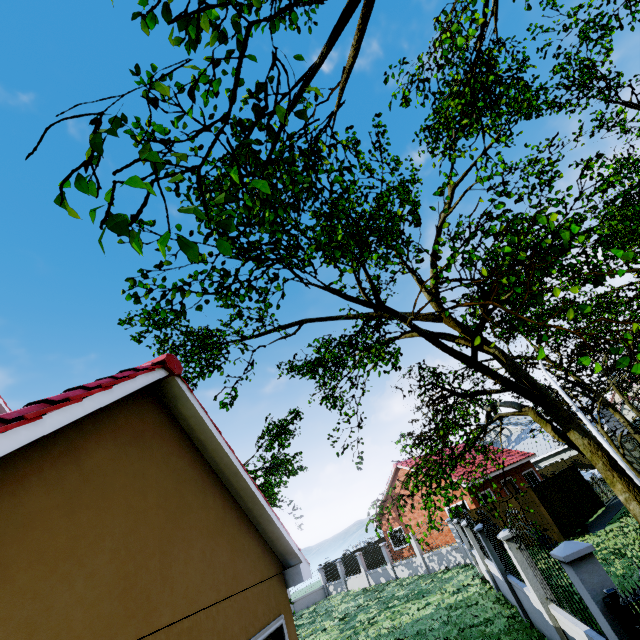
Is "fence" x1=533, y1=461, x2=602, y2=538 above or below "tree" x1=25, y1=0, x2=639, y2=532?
A: below

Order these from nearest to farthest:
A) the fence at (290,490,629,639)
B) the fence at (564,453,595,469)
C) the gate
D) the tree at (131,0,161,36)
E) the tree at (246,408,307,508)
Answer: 1. the tree at (131,0,161,36)
2. the gate
3. the fence at (290,490,629,639)
4. the tree at (246,408,307,508)
5. the fence at (564,453,595,469)

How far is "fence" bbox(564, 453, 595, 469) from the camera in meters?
29.9

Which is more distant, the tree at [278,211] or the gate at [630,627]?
the gate at [630,627]

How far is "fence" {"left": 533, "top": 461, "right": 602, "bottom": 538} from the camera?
16.12m

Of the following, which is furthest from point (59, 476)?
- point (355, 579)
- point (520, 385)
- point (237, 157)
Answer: point (355, 579)

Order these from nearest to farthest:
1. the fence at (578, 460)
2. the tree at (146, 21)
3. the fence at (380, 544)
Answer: the tree at (146, 21) < the fence at (380, 544) < the fence at (578, 460)

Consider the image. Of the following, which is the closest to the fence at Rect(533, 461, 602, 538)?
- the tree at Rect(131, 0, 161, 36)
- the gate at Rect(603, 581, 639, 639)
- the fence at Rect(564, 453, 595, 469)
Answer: the gate at Rect(603, 581, 639, 639)
